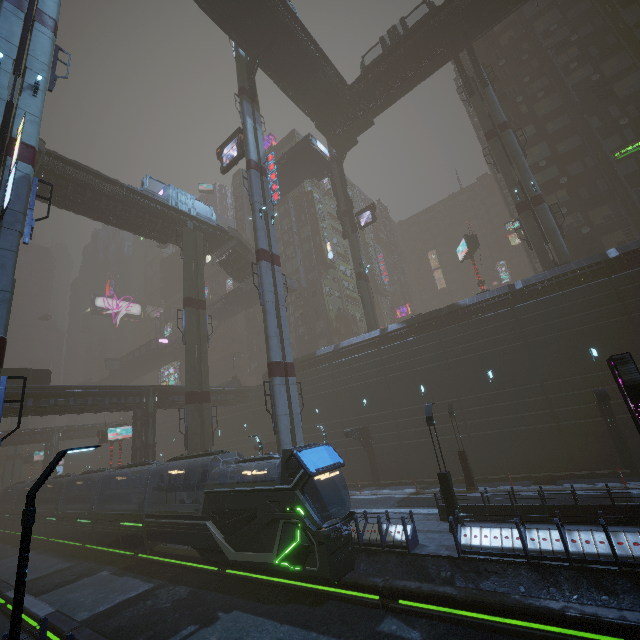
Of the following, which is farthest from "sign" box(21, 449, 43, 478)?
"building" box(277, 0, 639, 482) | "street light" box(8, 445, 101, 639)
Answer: "street light" box(8, 445, 101, 639)

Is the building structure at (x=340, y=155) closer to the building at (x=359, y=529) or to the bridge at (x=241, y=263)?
the building at (x=359, y=529)

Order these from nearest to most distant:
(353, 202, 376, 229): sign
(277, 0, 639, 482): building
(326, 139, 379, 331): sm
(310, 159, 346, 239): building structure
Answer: (277, 0, 639, 482): building → (326, 139, 379, 331): sm → (353, 202, 376, 229): sign → (310, 159, 346, 239): building structure

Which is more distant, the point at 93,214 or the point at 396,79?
the point at 396,79

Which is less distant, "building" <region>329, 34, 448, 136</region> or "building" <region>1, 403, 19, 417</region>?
"building" <region>1, 403, 19, 417</region>

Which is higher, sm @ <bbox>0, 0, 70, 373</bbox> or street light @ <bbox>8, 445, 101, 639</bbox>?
sm @ <bbox>0, 0, 70, 373</bbox>

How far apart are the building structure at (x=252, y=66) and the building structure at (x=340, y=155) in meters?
14.5

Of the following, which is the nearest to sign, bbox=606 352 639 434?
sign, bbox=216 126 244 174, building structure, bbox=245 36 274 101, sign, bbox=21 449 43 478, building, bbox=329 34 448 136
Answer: sign, bbox=216 126 244 174
